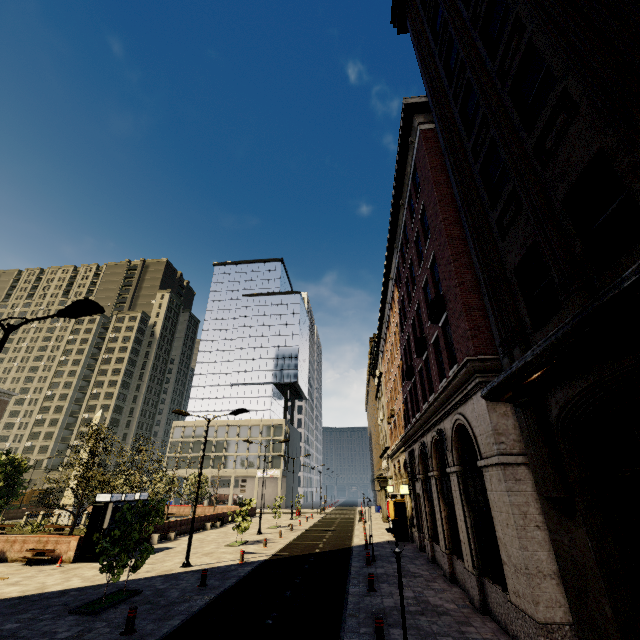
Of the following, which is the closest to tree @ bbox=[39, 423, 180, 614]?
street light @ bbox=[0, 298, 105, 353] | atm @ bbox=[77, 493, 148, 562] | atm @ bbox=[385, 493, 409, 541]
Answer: atm @ bbox=[77, 493, 148, 562]

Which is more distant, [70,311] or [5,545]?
[5,545]

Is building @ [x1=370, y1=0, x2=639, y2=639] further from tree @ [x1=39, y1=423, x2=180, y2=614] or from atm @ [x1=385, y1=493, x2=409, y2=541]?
tree @ [x1=39, y1=423, x2=180, y2=614]

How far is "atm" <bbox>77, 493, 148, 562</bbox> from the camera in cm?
1766

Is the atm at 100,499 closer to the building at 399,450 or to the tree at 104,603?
the tree at 104,603

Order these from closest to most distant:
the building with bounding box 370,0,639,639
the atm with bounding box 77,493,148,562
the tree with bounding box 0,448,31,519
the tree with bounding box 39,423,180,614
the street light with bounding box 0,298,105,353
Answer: the building with bounding box 370,0,639,639
the street light with bounding box 0,298,105,353
the tree with bounding box 39,423,180,614
the atm with bounding box 77,493,148,562
the tree with bounding box 0,448,31,519

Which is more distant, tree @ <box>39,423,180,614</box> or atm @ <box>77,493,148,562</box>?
atm @ <box>77,493,148,562</box>

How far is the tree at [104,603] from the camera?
11.41m
